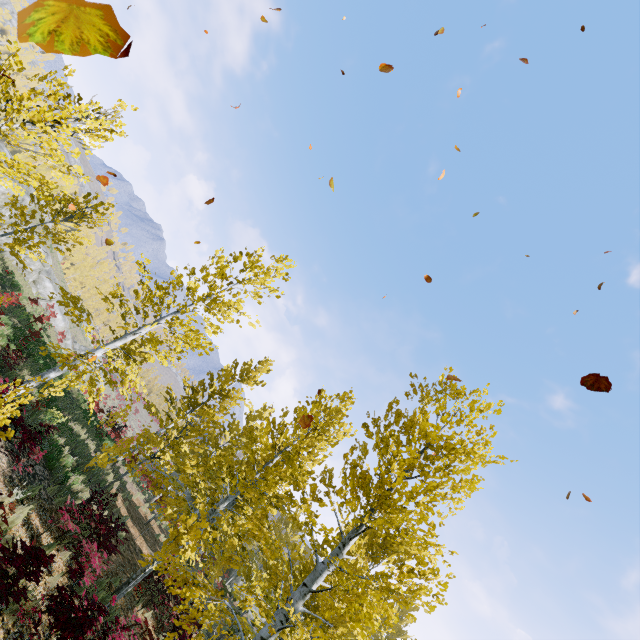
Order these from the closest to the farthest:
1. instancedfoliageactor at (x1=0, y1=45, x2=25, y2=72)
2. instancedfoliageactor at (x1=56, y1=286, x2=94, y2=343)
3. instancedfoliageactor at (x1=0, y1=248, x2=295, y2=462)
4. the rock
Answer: instancedfoliageactor at (x1=0, y1=45, x2=25, y2=72) → instancedfoliageactor at (x1=0, y1=248, x2=295, y2=462) → instancedfoliageactor at (x1=56, y1=286, x2=94, y2=343) → the rock

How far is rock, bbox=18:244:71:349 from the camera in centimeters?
2632cm

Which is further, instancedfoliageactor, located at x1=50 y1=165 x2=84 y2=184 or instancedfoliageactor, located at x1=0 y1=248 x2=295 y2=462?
instancedfoliageactor, located at x1=0 y1=248 x2=295 y2=462

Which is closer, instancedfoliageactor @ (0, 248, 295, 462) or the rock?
instancedfoliageactor @ (0, 248, 295, 462)

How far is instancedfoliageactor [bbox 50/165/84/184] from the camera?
5.21m

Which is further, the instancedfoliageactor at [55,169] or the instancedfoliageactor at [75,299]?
the instancedfoliageactor at [75,299]

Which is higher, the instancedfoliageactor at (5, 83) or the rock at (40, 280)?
the instancedfoliageactor at (5, 83)

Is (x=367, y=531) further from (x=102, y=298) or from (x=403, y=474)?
(x=102, y=298)
